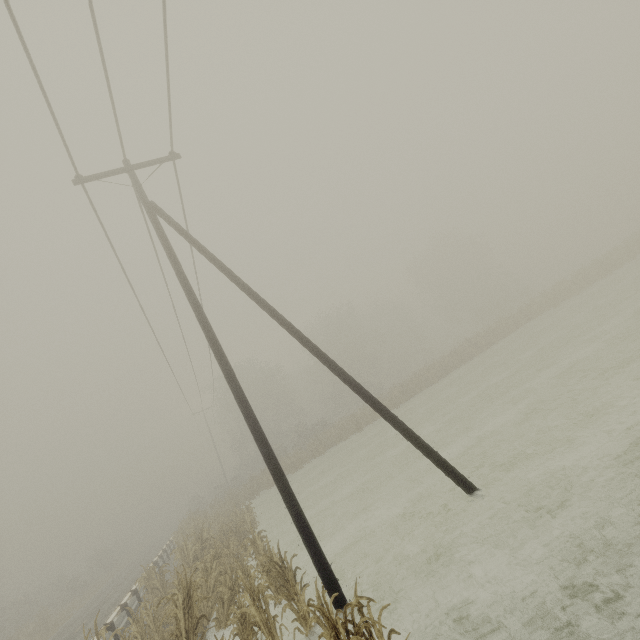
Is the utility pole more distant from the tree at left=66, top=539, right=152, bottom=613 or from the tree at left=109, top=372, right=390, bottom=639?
the tree at left=66, top=539, right=152, bottom=613

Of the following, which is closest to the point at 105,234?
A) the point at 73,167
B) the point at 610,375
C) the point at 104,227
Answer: the point at 104,227

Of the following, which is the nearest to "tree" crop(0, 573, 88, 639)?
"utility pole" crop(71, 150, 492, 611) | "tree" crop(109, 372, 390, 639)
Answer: "tree" crop(109, 372, 390, 639)

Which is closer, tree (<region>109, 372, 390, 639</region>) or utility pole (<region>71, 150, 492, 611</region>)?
tree (<region>109, 372, 390, 639</region>)

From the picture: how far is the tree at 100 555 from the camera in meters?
32.7 m

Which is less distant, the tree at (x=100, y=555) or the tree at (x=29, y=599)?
the tree at (x=29, y=599)

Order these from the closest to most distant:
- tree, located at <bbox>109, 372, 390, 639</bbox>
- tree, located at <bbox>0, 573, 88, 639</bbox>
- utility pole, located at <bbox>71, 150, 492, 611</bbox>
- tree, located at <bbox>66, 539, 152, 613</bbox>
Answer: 1. tree, located at <bbox>109, 372, 390, 639</bbox>
2. utility pole, located at <bbox>71, 150, 492, 611</bbox>
3. tree, located at <bbox>0, 573, 88, 639</bbox>
4. tree, located at <bbox>66, 539, 152, 613</bbox>
